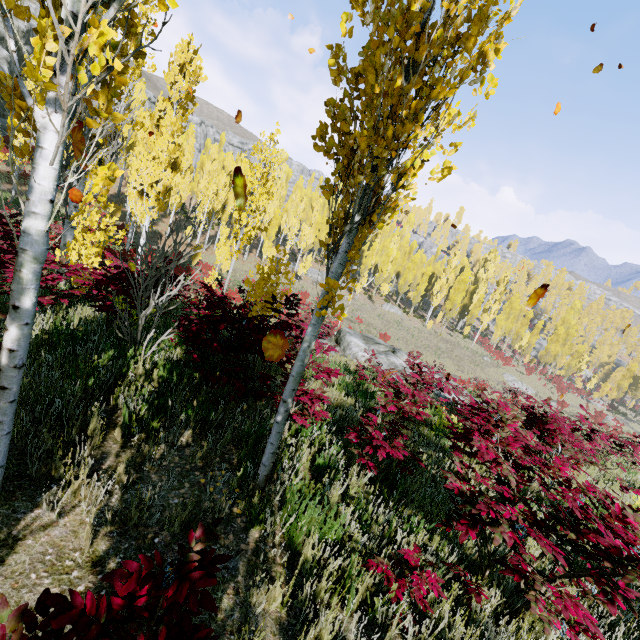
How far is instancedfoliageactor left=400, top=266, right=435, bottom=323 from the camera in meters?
49.3

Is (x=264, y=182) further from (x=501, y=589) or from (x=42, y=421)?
(x=501, y=589)

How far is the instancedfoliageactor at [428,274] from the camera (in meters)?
49.34

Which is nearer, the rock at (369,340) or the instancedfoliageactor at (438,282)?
the rock at (369,340)

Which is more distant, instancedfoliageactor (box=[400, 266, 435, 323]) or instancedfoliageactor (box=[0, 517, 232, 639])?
instancedfoliageactor (box=[400, 266, 435, 323])

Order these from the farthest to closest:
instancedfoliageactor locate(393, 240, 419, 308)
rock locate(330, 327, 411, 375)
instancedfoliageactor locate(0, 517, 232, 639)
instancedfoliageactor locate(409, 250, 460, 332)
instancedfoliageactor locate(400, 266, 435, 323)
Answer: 1. instancedfoliageactor locate(393, 240, 419, 308)
2. instancedfoliageactor locate(400, 266, 435, 323)
3. instancedfoliageactor locate(409, 250, 460, 332)
4. rock locate(330, 327, 411, 375)
5. instancedfoliageactor locate(0, 517, 232, 639)

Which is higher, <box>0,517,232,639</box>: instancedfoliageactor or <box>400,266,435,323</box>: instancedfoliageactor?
<box>400,266,435,323</box>: instancedfoliageactor
